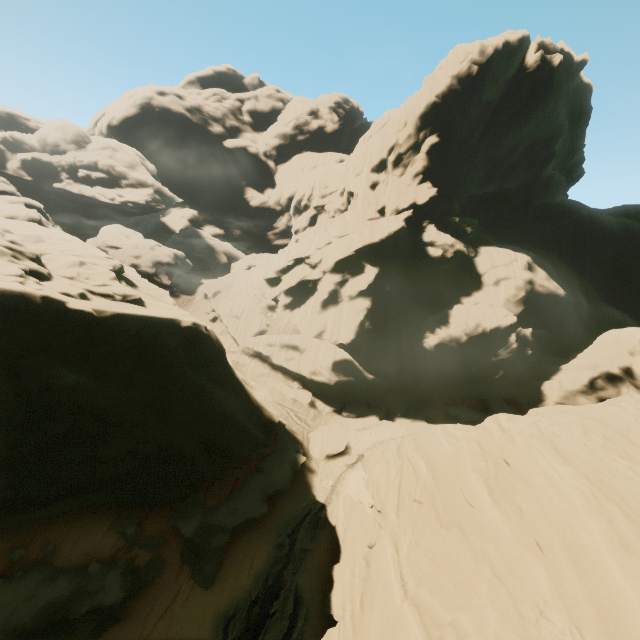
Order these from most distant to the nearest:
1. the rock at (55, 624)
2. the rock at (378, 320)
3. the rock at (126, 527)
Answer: the rock at (126, 527), the rock at (55, 624), the rock at (378, 320)

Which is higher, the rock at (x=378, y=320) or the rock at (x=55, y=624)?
the rock at (x=378, y=320)

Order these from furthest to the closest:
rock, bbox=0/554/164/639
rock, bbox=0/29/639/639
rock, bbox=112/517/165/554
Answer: rock, bbox=112/517/165/554 < rock, bbox=0/554/164/639 < rock, bbox=0/29/639/639

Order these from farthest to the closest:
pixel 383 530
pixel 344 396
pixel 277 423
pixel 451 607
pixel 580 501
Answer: pixel 344 396
pixel 277 423
pixel 383 530
pixel 580 501
pixel 451 607

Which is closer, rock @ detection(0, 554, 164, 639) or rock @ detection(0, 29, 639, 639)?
rock @ detection(0, 29, 639, 639)

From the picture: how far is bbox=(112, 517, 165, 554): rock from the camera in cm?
1460
